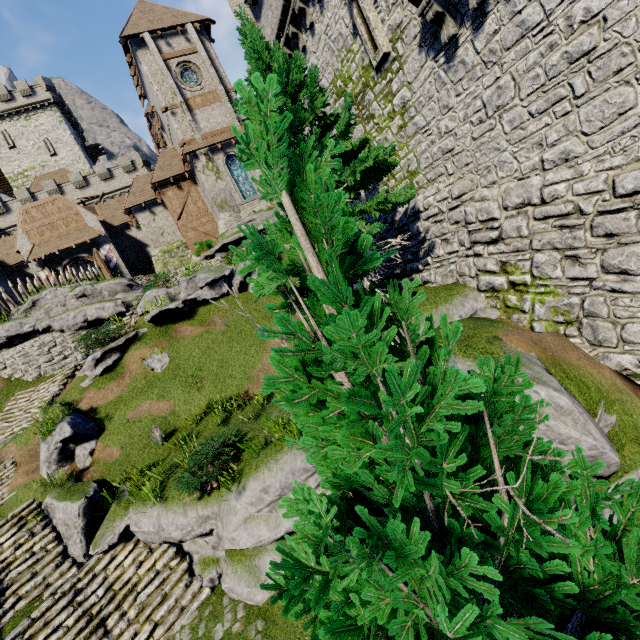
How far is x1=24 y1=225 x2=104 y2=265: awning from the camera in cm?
2639

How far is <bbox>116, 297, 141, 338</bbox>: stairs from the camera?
17.84m

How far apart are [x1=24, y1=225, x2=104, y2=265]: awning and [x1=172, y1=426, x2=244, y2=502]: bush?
Result: 25.80m

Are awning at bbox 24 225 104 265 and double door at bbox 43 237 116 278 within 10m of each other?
yes

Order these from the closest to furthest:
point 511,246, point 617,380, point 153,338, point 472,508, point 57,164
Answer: point 472,508 < point 617,380 < point 511,246 < point 153,338 < point 57,164

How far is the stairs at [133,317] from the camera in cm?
1784

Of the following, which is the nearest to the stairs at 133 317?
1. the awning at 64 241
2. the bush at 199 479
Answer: the awning at 64 241

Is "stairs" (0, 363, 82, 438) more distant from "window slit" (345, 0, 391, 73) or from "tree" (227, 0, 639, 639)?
"window slit" (345, 0, 391, 73)
